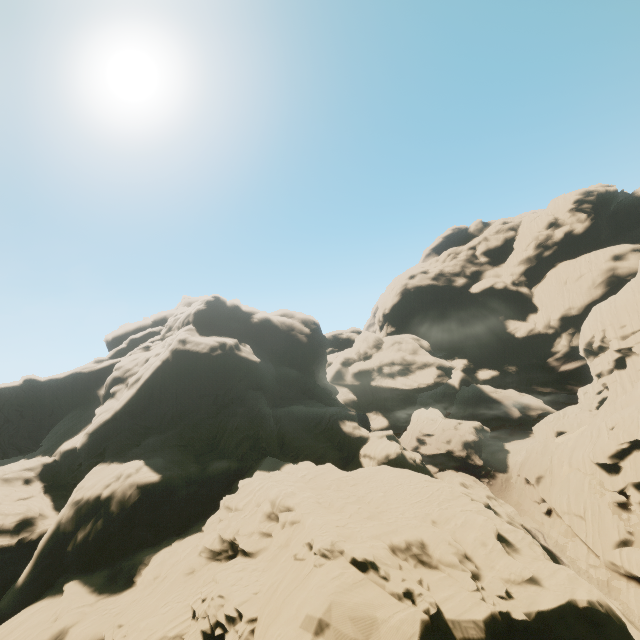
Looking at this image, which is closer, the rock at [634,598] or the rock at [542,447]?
the rock at [634,598]

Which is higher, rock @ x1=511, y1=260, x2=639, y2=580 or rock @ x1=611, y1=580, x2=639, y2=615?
rock @ x1=511, y1=260, x2=639, y2=580

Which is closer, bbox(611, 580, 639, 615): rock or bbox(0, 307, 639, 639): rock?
bbox(0, 307, 639, 639): rock

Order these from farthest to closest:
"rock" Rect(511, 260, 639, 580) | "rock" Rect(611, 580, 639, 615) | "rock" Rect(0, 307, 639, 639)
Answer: "rock" Rect(511, 260, 639, 580) < "rock" Rect(611, 580, 639, 615) < "rock" Rect(0, 307, 639, 639)

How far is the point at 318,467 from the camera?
36.7m
